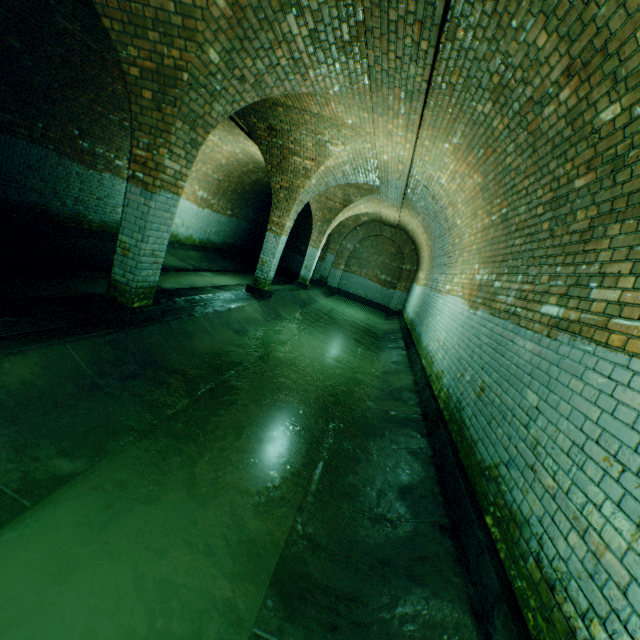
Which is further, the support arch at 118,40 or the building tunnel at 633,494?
the support arch at 118,40

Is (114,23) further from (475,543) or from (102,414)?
(475,543)

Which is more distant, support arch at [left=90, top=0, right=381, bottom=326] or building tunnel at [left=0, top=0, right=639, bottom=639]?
support arch at [left=90, top=0, right=381, bottom=326]
